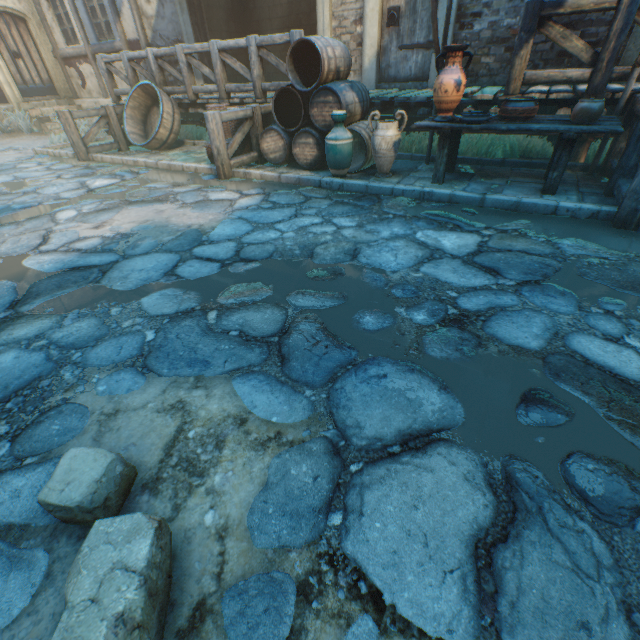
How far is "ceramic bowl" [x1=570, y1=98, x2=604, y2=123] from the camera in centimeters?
355cm

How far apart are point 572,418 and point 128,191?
6.2 meters

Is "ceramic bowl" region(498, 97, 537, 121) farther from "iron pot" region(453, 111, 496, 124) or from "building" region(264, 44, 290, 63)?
"building" region(264, 44, 290, 63)

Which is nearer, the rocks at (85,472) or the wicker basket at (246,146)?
the rocks at (85,472)

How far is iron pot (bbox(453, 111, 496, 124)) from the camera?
3.9m

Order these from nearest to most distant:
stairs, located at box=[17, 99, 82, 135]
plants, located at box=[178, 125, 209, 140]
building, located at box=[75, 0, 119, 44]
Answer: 1. plants, located at box=[178, 125, 209, 140]
2. building, located at box=[75, 0, 119, 44]
3. stairs, located at box=[17, 99, 82, 135]

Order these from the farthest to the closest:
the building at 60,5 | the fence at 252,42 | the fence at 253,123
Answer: the building at 60,5, the fence at 252,42, the fence at 253,123

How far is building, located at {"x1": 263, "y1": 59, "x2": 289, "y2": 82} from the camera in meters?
10.6
